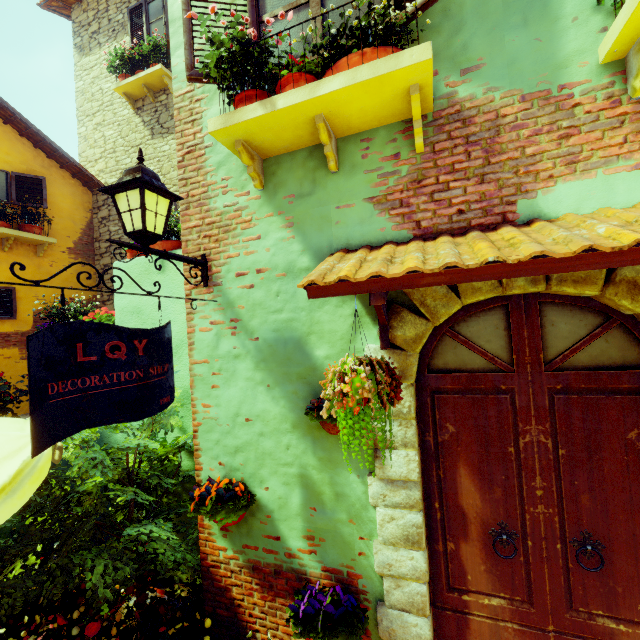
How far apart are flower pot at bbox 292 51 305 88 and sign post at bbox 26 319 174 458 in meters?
1.4

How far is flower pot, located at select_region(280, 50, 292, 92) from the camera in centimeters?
217cm

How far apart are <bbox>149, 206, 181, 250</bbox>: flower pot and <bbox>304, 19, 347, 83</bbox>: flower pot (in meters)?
1.48

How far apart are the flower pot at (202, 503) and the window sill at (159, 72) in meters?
8.6 m

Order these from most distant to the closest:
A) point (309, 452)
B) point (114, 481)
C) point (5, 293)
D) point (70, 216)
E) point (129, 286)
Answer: point (70, 216)
point (5, 293)
point (129, 286)
point (114, 481)
point (309, 452)

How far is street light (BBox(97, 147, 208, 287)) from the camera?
2.1 meters

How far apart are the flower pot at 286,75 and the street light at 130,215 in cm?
70
